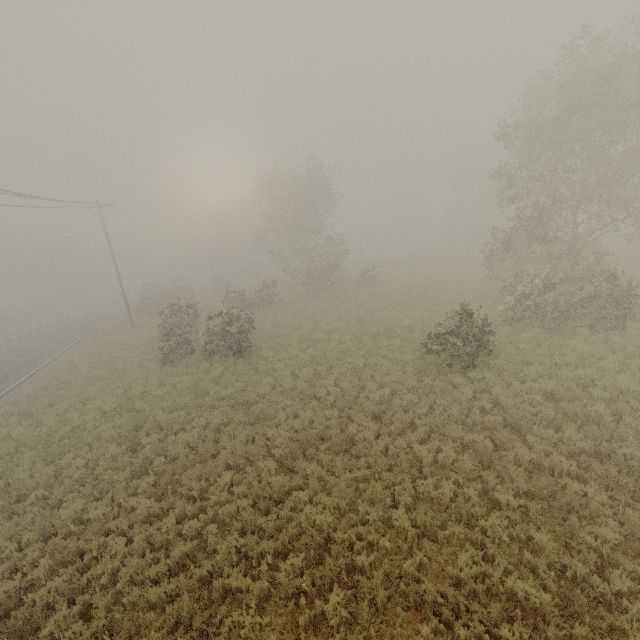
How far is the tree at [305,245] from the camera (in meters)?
19.91

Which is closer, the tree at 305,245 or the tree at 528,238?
the tree at 528,238

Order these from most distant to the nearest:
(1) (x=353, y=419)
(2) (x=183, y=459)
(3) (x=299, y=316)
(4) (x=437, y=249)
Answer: (4) (x=437, y=249)
(3) (x=299, y=316)
(1) (x=353, y=419)
(2) (x=183, y=459)

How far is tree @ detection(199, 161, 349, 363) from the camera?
19.9m

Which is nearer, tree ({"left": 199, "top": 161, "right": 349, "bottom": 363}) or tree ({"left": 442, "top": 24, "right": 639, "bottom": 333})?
tree ({"left": 442, "top": 24, "right": 639, "bottom": 333})
